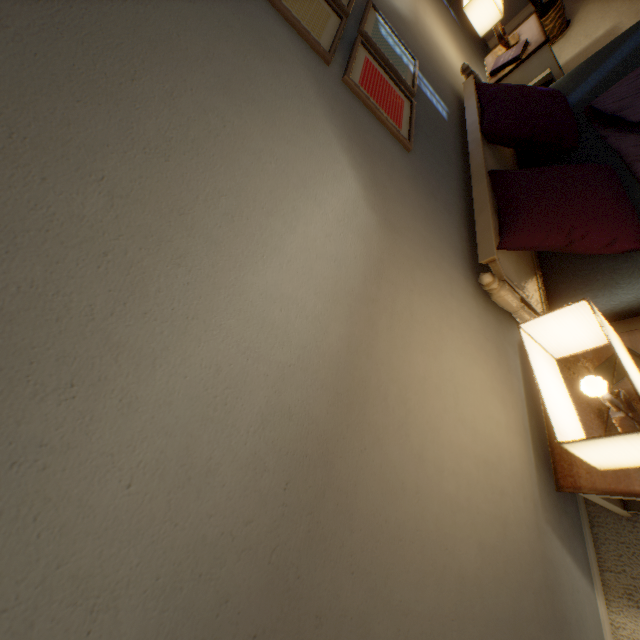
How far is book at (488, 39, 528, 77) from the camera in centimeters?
198cm

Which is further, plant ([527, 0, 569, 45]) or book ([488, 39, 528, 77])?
plant ([527, 0, 569, 45])

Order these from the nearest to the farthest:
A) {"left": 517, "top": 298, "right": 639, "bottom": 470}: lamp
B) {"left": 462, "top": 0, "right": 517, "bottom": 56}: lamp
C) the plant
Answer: {"left": 517, "top": 298, "right": 639, "bottom": 470}: lamp, {"left": 462, "top": 0, "right": 517, "bottom": 56}: lamp, the plant

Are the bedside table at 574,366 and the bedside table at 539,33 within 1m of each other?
no

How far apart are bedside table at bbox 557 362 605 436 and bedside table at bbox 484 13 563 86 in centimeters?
196cm

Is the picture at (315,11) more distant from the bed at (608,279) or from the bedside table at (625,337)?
the bedside table at (625,337)

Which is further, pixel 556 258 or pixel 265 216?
pixel 556 258

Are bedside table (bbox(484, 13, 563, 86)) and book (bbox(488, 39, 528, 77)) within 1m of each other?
yes
